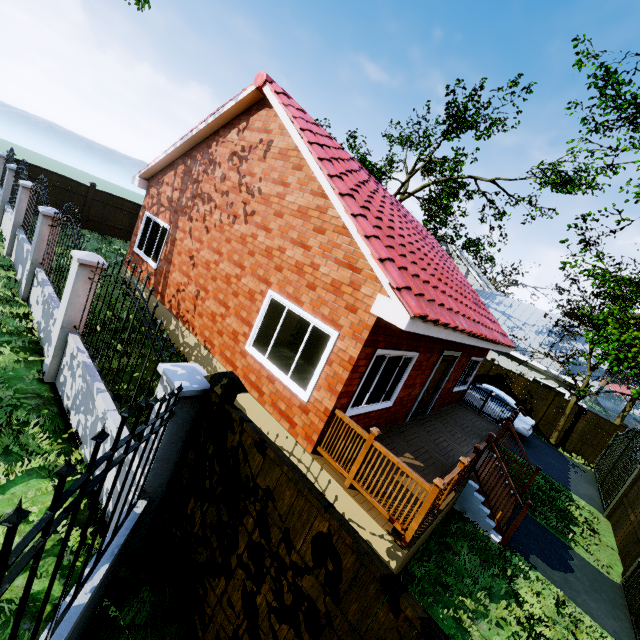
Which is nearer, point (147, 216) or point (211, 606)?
point (211, 606)

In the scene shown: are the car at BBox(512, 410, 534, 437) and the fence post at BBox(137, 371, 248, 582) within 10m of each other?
no

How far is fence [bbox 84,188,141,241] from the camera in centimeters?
1628cm

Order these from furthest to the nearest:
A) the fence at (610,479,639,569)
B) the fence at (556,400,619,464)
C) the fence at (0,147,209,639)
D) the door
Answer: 1. the fence at (556,400,619,464)
2. the door
3. the fence at (610,479,639,569)
4. the fence at (0,147,209,639)

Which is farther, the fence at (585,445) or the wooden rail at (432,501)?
the fence at (585,445)

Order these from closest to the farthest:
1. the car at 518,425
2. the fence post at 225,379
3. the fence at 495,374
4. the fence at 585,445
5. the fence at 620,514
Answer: the fence post at 225,379
the fence at 620,514
the car at 518,425
the fence at 585,445
the fence at 495,374

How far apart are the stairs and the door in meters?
1.9

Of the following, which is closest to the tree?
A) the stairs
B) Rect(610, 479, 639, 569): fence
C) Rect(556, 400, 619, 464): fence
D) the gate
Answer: Rect(556, 400, 619, 464): fence
